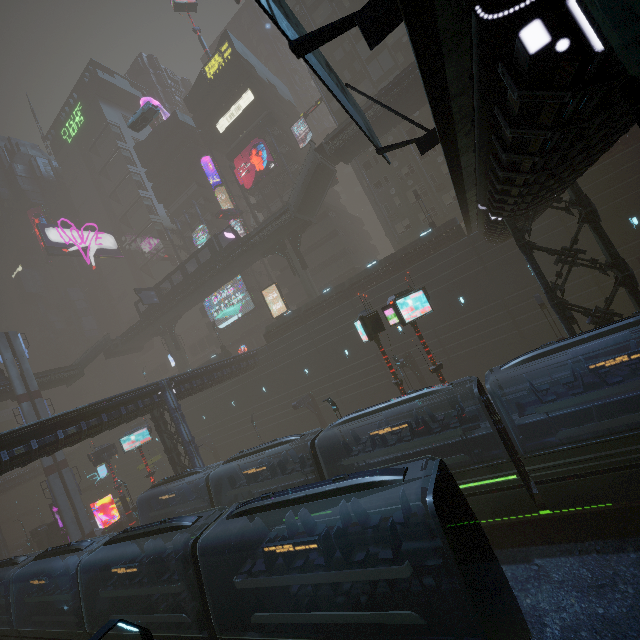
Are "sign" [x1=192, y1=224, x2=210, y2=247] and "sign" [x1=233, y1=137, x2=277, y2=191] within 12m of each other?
yes

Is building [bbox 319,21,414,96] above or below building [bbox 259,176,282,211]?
above

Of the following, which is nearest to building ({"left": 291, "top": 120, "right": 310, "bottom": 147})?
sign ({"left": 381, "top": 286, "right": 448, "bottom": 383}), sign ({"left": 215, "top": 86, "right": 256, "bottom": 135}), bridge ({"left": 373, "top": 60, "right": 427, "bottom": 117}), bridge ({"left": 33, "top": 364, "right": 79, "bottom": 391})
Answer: sign ({"left": 215, "top": 86, "right": 256, "bottom": 135})

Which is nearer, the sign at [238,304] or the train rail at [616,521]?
the train rail at [616,521]

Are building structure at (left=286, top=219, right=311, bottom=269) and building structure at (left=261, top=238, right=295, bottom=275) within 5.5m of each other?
yes

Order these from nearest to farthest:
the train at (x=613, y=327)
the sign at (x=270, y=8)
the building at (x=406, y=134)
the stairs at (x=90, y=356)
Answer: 1. the sign at (x=270, y=8)
2. the train at (x=613, y=327)
3. the building at (x=406, y=134)
4. the stairs at (x=90, y=356)

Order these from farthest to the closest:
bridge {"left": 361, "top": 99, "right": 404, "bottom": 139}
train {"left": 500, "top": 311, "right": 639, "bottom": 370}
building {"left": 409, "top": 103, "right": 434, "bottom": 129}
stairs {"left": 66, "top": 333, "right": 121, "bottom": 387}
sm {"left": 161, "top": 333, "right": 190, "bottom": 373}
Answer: sm {"left": 161, "top": 333, "right": 190, "bottom": 373}
stairs {"left": 66, "top": 333, "right": 121, "bottom": 387}
building {"left": 409, "top": 103, "right": 434, "bottom": 129}
bridge {"left": 361, "top": 99, "right": 404, "bottom": 139}
train {"left": 500, "top": 311, "right": 639, "bottom": 370}

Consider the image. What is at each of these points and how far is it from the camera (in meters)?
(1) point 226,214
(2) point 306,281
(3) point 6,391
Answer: (1) car, 45.75
(2) sm, 38.09
(3) bridge, 38.03
